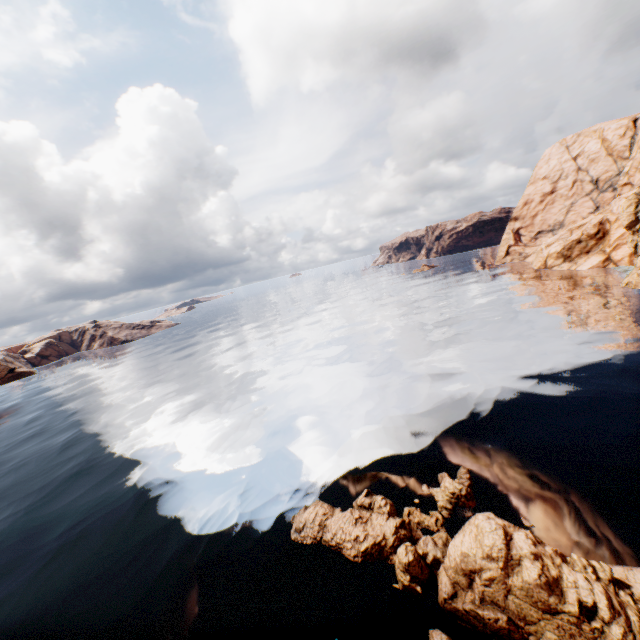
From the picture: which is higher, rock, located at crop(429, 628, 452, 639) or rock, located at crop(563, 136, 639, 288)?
rock, located at crop(563, 136, 639, 288)

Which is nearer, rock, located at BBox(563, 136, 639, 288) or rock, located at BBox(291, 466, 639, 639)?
rock, located at BBox(291, 466, 639, 639)

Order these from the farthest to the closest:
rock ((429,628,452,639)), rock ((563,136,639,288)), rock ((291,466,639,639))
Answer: rock ((563,136,639,288)) → rock ((429,628,452,639)) → rock ((291,466,639,639))

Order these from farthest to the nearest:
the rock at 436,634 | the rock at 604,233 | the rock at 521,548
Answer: the rock at 604,233 → the rock at 436,634 → the rock at 521,548

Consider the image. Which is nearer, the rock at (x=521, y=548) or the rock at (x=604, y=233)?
the rock at (x=521, y=548)

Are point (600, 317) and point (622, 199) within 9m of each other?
no
